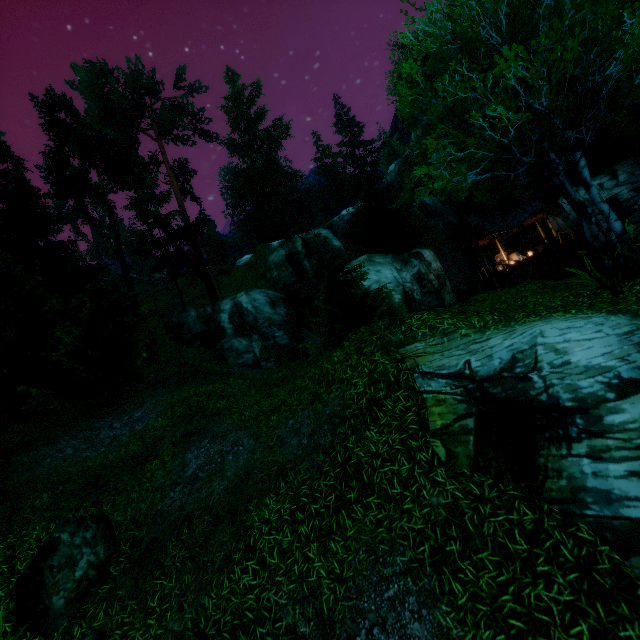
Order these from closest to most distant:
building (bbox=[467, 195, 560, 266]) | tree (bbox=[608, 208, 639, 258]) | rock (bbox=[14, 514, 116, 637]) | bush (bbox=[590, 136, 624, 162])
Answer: rock (bbox=[14, 514, 116, 637])
tree (bbox=[608, 208, 639, 258])
bush (bbox=[590, 136, 624, 162])
building (bbox=[467, 195, 560, 266])

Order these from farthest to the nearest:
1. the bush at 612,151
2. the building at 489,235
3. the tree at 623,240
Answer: the building at 489,235
the bush at 612,151
the tree at 623,240

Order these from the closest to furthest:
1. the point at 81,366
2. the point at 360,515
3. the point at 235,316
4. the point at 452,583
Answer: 1. the point at 452,583
2. the point at 360,515
3. the point at 81,366
4. the point at 235,316

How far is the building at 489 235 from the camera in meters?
25.9

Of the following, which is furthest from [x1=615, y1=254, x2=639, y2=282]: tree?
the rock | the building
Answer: the building

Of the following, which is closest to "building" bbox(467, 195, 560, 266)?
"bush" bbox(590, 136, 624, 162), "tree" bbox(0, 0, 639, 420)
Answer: "tree" bbox(0, 0, 639, 420)

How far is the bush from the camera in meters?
23.8 m

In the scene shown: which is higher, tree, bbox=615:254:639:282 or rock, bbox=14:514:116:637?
tree, bbox=615:254:639:282
